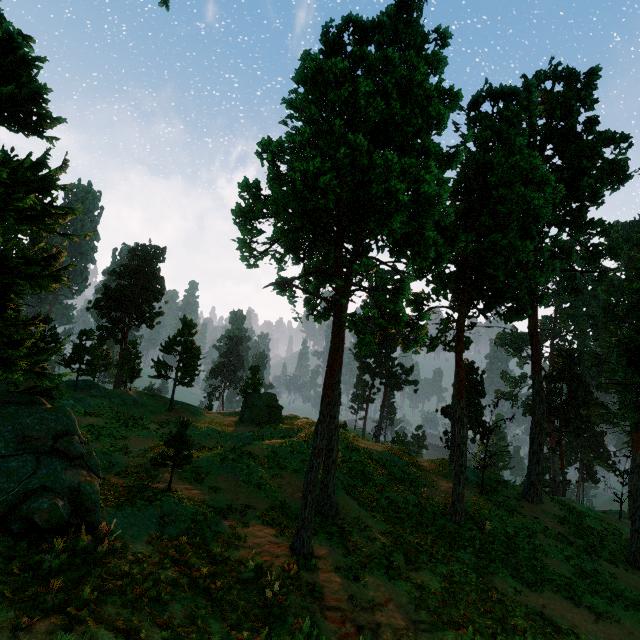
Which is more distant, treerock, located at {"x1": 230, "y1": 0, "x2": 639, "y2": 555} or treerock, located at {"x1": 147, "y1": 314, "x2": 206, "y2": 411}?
treerock, located at {"x1": 147, "y1": 314, "x2": 206, "y2": 411}

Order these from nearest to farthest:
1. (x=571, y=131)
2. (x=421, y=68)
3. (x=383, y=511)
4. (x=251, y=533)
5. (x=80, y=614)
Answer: (x=80, y=614) → (x=251, y=533) → (x=421, y=68) → (x=383, y=511) → (x=571, y=131)

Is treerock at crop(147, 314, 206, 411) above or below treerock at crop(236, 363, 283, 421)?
above

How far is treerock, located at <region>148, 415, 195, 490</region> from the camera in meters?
16.1

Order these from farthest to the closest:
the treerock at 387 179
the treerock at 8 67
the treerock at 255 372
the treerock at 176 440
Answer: the treerock at 255 372 < the treerock at 176 440 < the treerock at 387 179 < the treerock at 8 67

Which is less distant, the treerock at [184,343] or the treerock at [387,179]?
the treerock at [387,179]
